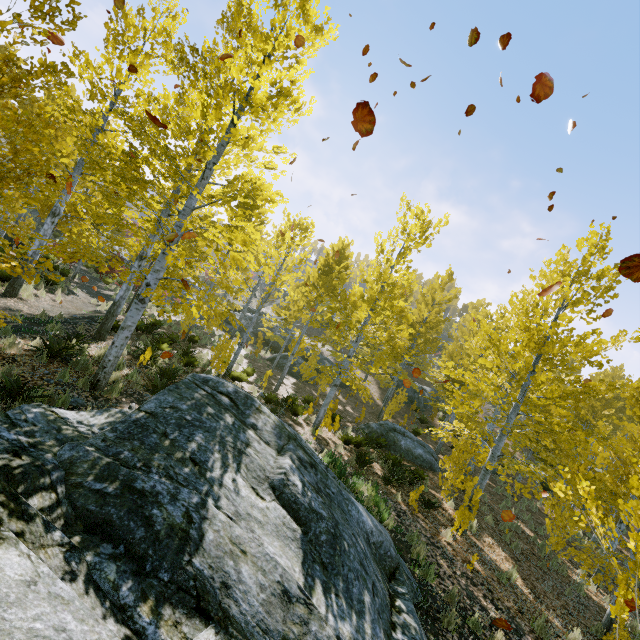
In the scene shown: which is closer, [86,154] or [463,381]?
[86,154]

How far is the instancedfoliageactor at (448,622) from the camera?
5.14m

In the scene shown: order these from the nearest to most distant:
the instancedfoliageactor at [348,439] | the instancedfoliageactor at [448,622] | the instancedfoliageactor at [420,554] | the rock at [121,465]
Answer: the rock at [121,465] → the instancedfoliageactor at [448,622] → the instancedfoliageactor at [420,554] → the instancedfoliageactor at [348,439]

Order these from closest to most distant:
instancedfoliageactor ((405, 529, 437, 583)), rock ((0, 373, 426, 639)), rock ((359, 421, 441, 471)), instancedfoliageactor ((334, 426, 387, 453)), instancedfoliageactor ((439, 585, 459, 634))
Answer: rock ((0, 373, 426, 639)) < instancedfoliageactor ((439, 585, 459, 634)) < instancedfoliageactor ((405, 529, 437, 583)) < instancedfoliageactor ((334, 426, 387, 453)) < rock ((359, 421, 441, 471))

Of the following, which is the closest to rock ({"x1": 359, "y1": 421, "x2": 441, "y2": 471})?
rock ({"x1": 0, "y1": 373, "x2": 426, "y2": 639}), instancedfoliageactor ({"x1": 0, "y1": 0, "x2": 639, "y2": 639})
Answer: instancedfoliageactor ({"x1": 0, "y1": 0, "x2": 639, "y2": 639})

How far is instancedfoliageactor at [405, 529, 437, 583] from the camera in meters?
6.0 m
